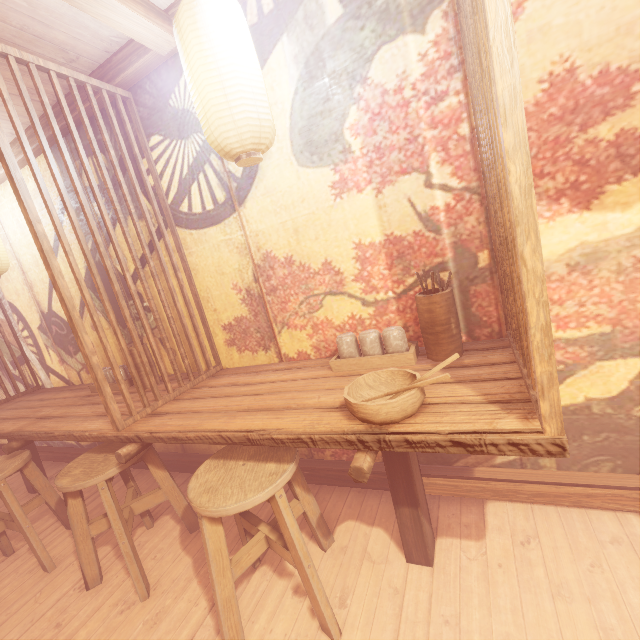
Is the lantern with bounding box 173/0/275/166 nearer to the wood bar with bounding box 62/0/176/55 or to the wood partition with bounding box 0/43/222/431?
the wood bar with bounding box 62/0/176/55

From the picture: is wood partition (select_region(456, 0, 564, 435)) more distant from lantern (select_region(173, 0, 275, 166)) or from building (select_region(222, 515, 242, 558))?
lantern (select_region(173, 0, 275, 166))

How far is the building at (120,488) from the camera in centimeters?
487cm

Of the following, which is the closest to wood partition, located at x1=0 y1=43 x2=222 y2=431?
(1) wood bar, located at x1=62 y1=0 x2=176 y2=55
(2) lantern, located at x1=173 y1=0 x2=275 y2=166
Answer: (1) wood bar, located at x1=62 y1=0 x2=176 y2=55

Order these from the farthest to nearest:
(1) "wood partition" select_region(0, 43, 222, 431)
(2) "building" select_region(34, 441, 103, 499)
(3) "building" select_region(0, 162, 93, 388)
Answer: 1. (2) "building" select_region(34, 441, 103, 499)
2. (3) "building" select_region(0, 162, 93, 388)
3. (1) "wood partition" select_region(0, 43, 222, 431)

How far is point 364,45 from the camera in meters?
2.7 m

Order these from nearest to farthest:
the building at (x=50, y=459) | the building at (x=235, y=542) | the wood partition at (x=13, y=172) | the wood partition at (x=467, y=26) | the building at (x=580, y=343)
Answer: the wood partition at (x=467, y=26), the building at (x=580, y=343), the wood partition at (x=13, y=172), the building at (x=235, y=542), the building at (x=50, y=459)

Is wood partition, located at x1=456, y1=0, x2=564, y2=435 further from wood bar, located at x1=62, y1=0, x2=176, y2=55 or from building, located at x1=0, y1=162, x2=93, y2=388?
wood bar, located at x1=62, y1=0, x2=176, y2=55
